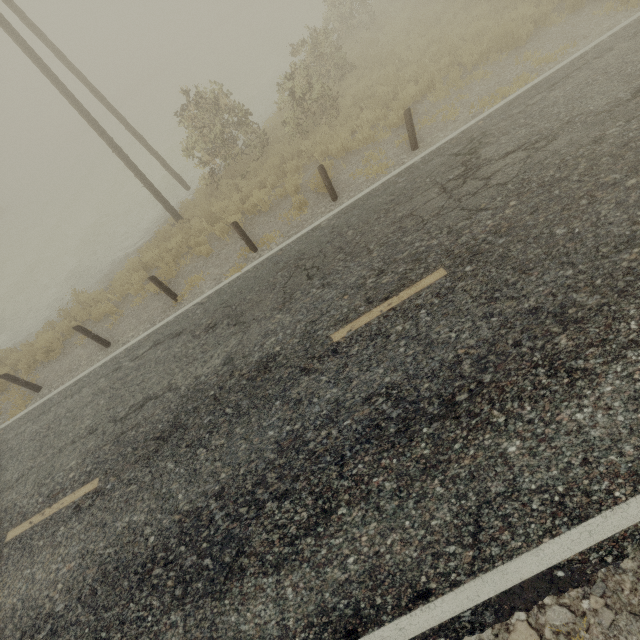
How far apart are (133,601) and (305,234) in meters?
7.4 m
